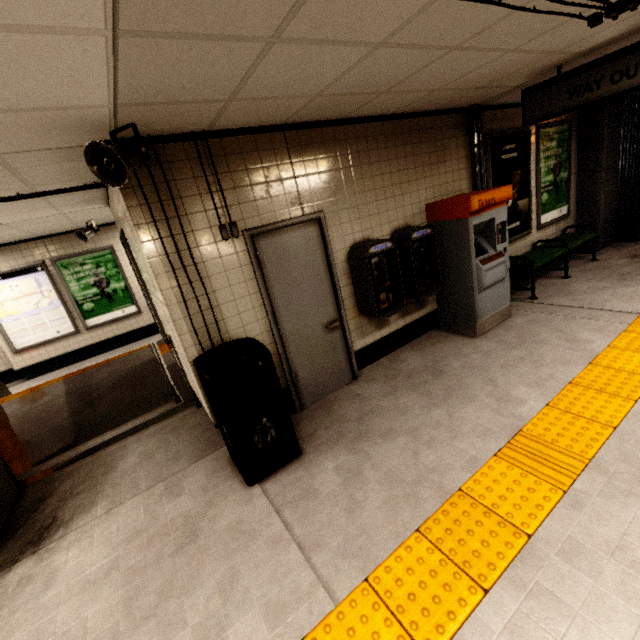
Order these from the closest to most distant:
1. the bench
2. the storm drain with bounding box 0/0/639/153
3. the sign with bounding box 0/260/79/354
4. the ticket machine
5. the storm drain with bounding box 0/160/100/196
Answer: the storm drain with bounding box 0/0/639/153, the storm drain with bounding box 0/160/100/196, the ticket machine, the bench, the sign with bounding box 0/260/79/354

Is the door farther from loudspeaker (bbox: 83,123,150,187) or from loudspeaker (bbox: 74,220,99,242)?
loudspeaker (bbox: 74,220,99,242)

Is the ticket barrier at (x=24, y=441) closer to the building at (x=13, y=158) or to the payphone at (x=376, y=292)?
the building at (x=13, y=158)

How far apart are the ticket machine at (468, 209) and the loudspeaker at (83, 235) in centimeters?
647cm

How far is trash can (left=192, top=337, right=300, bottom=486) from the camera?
2.60m

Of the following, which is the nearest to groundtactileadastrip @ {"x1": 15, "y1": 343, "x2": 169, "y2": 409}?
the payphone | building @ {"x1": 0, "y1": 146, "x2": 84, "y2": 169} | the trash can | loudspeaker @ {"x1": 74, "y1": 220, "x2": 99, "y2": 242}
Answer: building @ {"x1": 0, "y1": 146, "x2": 84, "y2": 169}

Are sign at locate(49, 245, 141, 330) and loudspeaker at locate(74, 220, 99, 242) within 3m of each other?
yes

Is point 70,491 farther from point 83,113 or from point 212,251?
point 83,113
